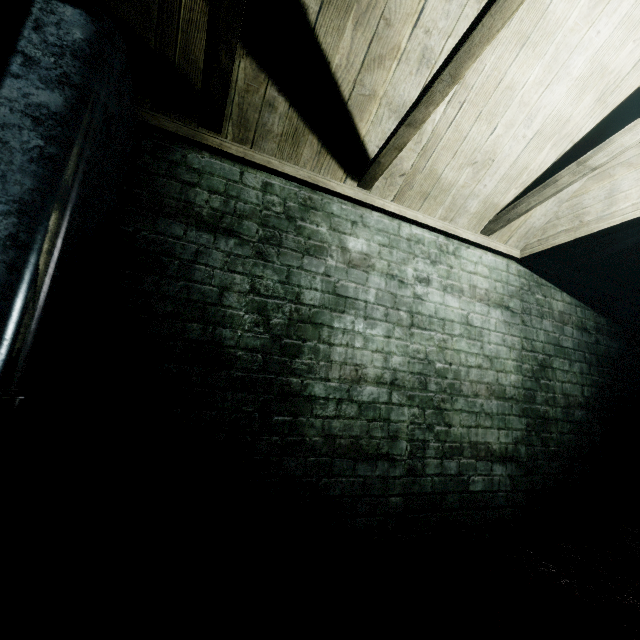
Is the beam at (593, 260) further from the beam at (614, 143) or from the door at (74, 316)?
the door at (74, 316)

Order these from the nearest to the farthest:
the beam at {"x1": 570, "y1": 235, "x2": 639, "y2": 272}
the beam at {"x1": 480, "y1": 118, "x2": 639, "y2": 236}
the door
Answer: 1. the door
2. the beam at {"x1": 480, "y1": 118, "x2": 639, "y2": 236}
3. the beam at {"x1": 570, "y1": 235, "x2": 639, "y2": 272}

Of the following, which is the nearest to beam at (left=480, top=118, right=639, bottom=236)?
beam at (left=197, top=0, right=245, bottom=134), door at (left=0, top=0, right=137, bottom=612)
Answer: beam at (left=197, top=0, right=245, bottom=134)

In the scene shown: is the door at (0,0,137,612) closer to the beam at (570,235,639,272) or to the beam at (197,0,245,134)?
the beam at (197,0,245,134)

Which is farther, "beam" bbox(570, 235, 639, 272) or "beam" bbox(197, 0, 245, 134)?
"beam" bbox(570, 235, 639, 272)

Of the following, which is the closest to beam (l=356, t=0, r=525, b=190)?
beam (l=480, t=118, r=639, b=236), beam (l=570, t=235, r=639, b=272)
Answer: beam (l=480, t=118, r=639, b=236)

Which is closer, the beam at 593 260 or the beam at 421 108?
the beam at 421 108

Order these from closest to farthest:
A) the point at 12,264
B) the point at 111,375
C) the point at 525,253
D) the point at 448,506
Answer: the point at 12,264, the point at 111,375, the point at 448,506, the point at 525,253
